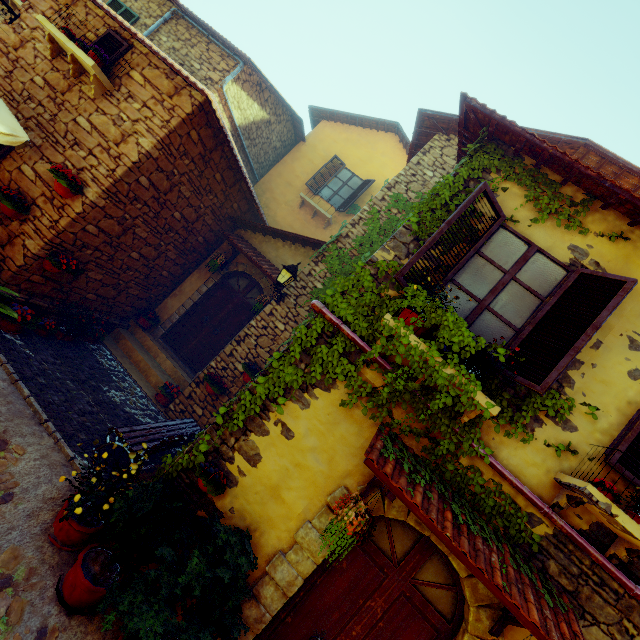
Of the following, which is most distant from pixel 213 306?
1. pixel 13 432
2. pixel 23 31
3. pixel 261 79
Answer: pixel 261 79

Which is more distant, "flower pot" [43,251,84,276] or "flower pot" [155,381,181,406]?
"flower pot" [155,381,181,406]

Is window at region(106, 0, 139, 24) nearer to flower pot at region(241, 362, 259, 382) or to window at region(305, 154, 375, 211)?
window at region(305, 154, 375, 211)

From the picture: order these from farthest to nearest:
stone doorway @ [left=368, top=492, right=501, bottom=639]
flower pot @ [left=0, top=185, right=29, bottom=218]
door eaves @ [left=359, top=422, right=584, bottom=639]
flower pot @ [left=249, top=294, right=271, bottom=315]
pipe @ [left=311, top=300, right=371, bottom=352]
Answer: flower pot @ [left=249, top=294, right=271, bottom=315] → flower pot @ [left=0, top=185, right=29, bottom=218] → pipe @ [left=311, top=300, right=371, bottom=352] → stone doorway @ [left=368, top=492, right=501, bottom=639] → door eaves @ [left=359, top=422, right=584, bottom=639]

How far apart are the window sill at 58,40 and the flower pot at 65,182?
1.49m

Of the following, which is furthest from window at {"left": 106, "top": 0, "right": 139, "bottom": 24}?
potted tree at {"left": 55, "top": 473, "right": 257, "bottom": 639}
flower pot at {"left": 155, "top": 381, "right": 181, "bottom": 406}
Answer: potted tree at {"left": 55, "top": 473, "right": 257, "bottom": 639}

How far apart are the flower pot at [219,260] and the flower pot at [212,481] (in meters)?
5.44

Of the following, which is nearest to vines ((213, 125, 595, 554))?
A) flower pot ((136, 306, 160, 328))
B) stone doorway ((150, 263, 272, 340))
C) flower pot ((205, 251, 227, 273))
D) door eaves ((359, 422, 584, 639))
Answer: door eaves ((359, 422, 584, 639))
